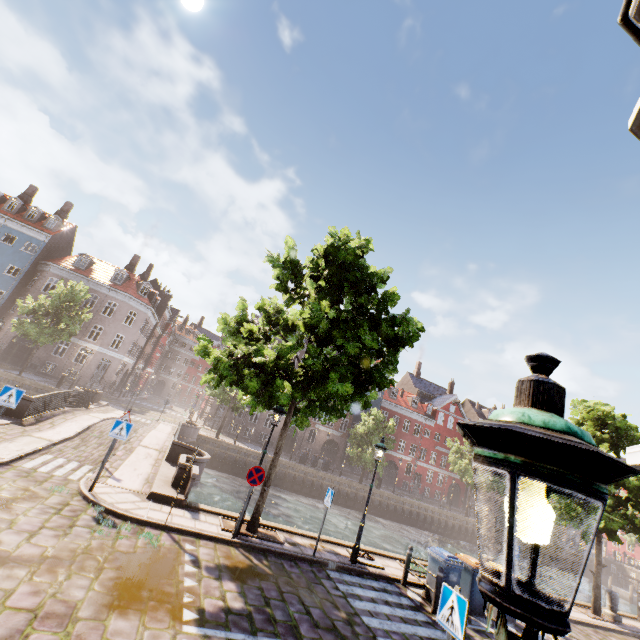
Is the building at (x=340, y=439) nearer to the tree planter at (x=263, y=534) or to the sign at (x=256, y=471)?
the tree planter at (x=263, y=534)

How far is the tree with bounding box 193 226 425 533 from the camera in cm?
923

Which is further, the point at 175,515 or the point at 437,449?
the point at 437,449

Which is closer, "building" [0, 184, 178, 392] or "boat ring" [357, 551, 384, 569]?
"boat ring" [357, 551, 384, 569]

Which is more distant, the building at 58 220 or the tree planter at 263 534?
the building at 58 220

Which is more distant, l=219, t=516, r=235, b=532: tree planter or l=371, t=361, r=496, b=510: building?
l=371, t=361, r=496, b=510: building

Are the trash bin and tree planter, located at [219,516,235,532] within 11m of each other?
yes

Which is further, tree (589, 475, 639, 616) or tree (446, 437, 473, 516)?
tree (446, 437, 473, 516)
